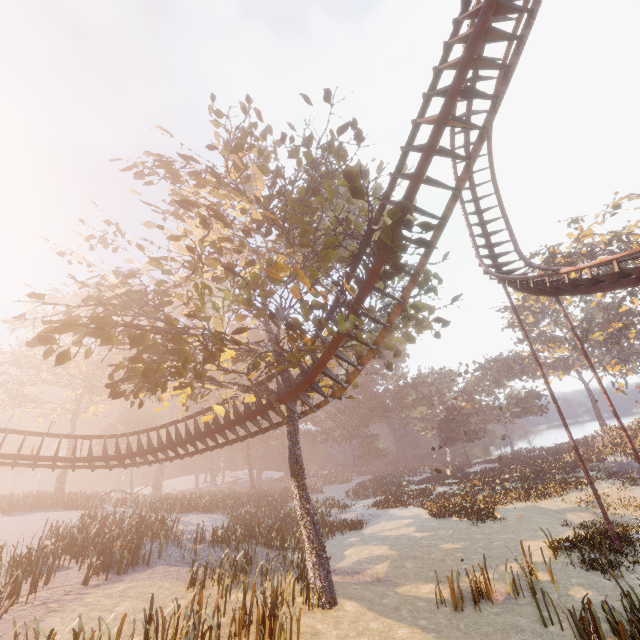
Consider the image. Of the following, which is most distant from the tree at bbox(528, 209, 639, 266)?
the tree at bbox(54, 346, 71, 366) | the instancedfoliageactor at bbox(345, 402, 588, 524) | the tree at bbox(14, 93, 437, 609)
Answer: the tree at bbox(54, 346, 71, 366)

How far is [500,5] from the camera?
9.3 meters

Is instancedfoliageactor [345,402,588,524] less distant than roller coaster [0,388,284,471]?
No

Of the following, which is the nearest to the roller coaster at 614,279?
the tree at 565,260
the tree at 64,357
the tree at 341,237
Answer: the tree at 341,237

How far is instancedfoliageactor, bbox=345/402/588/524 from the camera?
22.3m

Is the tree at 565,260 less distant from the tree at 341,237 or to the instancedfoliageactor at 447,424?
the instancedfoliageactor at 447,424

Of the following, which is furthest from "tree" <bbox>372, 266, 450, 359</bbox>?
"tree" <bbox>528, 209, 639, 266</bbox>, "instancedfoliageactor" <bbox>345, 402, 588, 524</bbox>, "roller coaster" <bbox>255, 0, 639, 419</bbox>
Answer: "tree" <bbox>528, 209, 639, 266</bbox>

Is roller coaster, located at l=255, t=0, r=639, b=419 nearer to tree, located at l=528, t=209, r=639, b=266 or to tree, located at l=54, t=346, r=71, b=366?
tree, located at l=54, t=346, r=71, b=366
